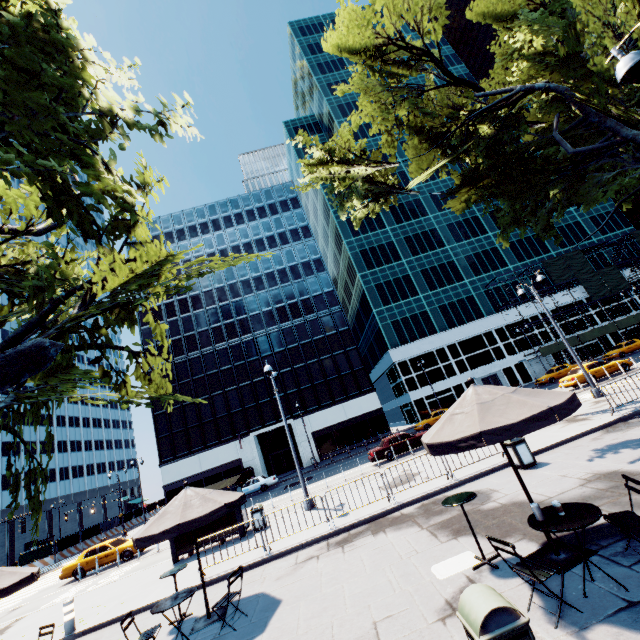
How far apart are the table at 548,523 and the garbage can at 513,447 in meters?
6.2

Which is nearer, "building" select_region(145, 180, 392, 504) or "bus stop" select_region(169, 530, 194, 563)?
"bus stop" select_region(169, 530, 194, 563)

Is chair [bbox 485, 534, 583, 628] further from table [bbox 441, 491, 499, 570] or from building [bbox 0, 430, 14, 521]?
building [bbox 0, 430, 14, 521]

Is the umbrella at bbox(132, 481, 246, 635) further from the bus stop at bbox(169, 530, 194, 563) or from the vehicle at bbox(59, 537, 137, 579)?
the vehicle at bbox(59, 537, 137, 579)

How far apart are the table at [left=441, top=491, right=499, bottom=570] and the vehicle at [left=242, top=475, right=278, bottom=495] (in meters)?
29.46

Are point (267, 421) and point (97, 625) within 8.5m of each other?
no

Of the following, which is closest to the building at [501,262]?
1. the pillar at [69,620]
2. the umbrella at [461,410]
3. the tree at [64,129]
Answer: the tree at [64,129]

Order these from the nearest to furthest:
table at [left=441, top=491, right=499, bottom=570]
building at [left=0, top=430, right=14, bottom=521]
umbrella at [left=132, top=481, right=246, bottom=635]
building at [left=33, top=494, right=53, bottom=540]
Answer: table at [left=441, top=491, right=499, bottom=570] → umbrella at [left=132, top=481, right=246, bottom=635] → building at [left=0, top=430, right=14, bottom=521] → building at [left=33, top=494, right=53, bottom=540]
